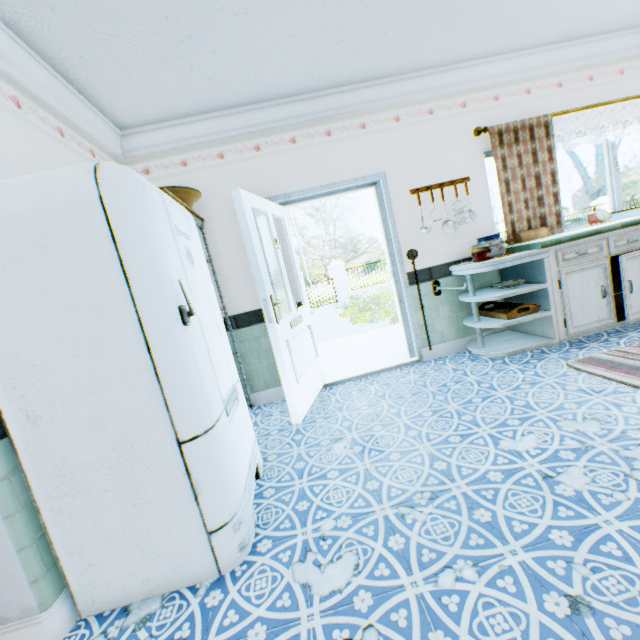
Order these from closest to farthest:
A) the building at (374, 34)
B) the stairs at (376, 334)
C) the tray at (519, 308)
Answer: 1. the building at (374, 34)
2. the tray at (519, 308)
3. the stairs at (376, 334)

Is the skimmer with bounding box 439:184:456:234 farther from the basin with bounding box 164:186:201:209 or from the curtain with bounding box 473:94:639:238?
the basin with bounding box 164:186:201:209

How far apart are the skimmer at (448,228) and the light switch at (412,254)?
0.4m

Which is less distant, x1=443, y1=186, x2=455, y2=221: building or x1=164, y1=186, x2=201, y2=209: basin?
x1=164, y1=186, x2=201, y2=209: basin

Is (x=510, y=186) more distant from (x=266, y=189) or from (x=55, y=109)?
(x=55, y=109)

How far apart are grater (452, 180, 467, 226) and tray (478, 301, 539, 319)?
1.0m

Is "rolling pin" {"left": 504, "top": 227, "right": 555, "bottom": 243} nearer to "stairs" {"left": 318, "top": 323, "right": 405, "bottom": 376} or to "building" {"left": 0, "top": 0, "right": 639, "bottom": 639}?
"building" {"left": 0, "top": 0, "right": 639, "bottom": 639}

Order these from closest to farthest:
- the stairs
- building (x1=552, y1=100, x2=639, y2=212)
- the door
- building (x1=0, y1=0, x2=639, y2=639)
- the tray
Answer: building (x1=0, y1=0, x2=639, y2=639) < the door < the tray < building (x1=552, y1=100, x2=639, y2=212) < the stairs
